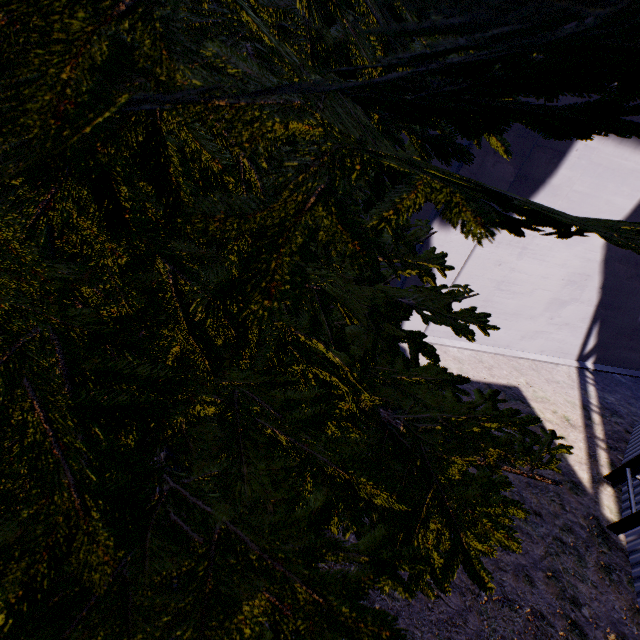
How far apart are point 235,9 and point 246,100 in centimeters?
88cm

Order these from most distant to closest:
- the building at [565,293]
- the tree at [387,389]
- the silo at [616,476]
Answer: the building at [565,293], the silo at [616,476], the tree at [387,389]

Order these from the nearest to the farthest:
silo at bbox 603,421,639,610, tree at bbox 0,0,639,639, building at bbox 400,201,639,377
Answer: tree at bbox 0,0,639,639, silo at bbox 603,421,639,610, building at bbox 400,201,639,377

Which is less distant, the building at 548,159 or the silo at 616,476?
the silo at 616,476

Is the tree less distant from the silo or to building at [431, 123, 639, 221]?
building at [431, 123, 639, 221]

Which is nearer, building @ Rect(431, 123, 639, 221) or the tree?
the tree

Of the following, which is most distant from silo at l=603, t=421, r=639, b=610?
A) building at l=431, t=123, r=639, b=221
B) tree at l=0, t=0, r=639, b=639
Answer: tree at l=0, t=0, r=639, b=639
